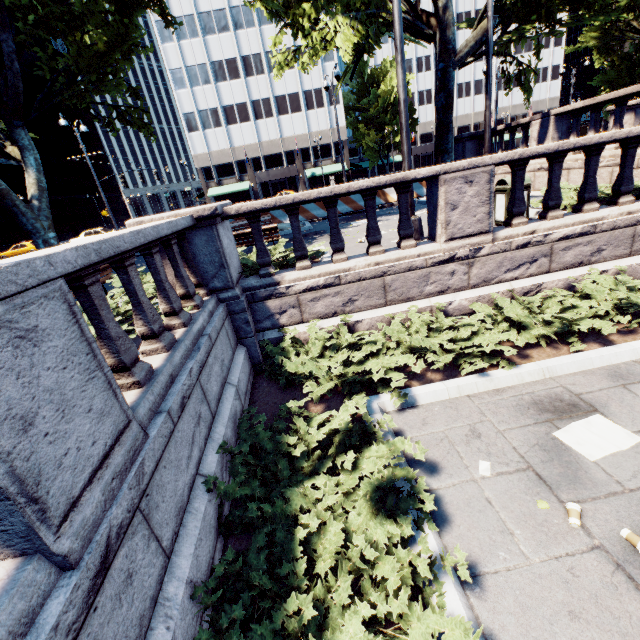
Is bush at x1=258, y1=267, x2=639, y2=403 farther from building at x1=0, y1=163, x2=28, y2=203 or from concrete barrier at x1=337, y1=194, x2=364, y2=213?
building at x1=0, y1=163, x2=28, y2=203

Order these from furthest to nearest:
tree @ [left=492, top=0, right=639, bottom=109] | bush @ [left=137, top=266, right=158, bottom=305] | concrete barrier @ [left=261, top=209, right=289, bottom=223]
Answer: concrete barrier @ [left=261, top=209, right=289, bottom=223] → tree @ [left=492, top=0, right=639, bottom=109] → bush @ [left=137, top=266, right=158, bottom=305]

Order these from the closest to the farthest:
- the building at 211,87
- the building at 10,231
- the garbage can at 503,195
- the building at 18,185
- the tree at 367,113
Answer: the garbage can at 503,195
the tree at 367,113
the building at 211,87
the building at 10,231
the building at 18,185

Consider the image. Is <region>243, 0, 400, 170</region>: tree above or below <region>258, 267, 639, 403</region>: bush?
above

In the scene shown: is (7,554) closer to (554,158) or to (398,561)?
(398,561)

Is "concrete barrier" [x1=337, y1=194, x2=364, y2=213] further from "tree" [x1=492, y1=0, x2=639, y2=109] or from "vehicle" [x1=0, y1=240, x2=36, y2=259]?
"vehicle" [x1=0, y1=240, x2=36, y2=259]

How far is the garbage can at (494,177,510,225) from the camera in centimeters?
702cm

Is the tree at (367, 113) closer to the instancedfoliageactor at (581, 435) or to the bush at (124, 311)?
the instancedfoliageactor at (581, 435)
